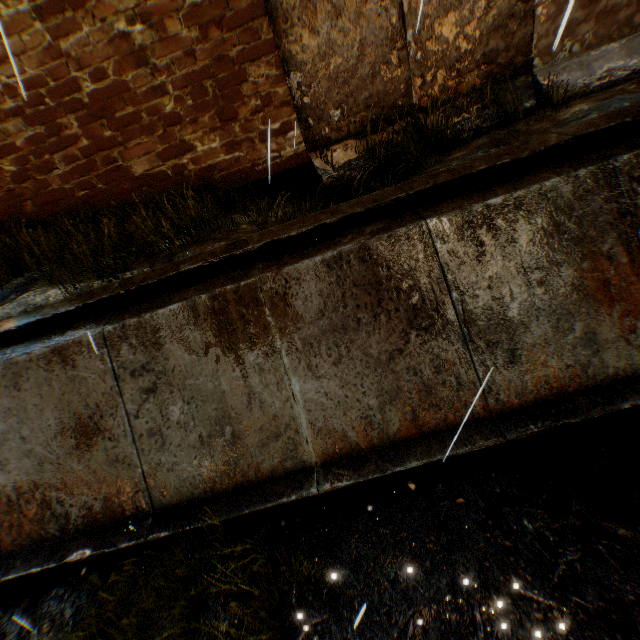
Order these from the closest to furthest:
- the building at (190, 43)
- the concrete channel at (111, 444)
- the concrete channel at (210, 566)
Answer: the concrete channel at (111, 444) < the concrete channel at (210, 566) < the building at (190, 43)

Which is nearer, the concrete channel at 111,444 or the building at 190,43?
the concrete channel at 111,444

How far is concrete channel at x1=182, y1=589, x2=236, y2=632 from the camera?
3.3 meters

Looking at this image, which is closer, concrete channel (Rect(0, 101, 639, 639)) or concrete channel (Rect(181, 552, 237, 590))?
concrete channel (Rect(0, 101, 639, 639))

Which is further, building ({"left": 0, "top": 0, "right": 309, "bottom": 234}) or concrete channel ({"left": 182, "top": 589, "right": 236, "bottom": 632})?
building ({"left": 0, "top": 0, "right": 309, "bottom": 234})

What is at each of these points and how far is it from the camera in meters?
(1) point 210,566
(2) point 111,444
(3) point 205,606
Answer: (1) concrete channel, 3.7
(2) concrete channel, 4.1
(3) concrete channel, 3.5

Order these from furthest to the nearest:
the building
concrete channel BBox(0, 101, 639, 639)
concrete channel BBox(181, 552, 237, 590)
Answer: the building < concrete channel BBox(181, 552, 237, 590) < concrete channel BBox(0, 101, 639, 639)
